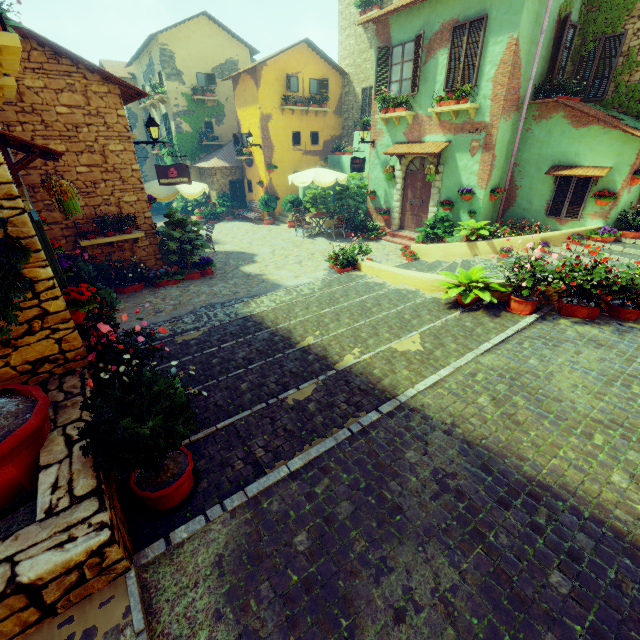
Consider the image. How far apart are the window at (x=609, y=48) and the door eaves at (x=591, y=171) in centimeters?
236cm

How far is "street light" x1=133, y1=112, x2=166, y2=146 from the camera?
8.6 meters

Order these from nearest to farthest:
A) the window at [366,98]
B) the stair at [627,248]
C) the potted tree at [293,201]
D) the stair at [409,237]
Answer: the stair at [627,248]
the stair at [409,237]
the potted tree at [293,201]
the window at [366,98]

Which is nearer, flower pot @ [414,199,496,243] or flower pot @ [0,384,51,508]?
flower pot @ [0,384,51,508]

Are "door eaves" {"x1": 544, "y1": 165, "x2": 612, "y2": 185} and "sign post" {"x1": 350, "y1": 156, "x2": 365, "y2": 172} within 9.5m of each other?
yes

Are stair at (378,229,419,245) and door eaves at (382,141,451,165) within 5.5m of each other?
yes

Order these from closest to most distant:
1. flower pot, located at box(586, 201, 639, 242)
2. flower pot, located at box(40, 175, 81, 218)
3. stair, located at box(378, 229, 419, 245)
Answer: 1. flower pot, located at box(40, 175, 81, 218)
2. flower pot, located at box(586, 201, 639, 242)
3. stair, located at box(378, 229, 419, 245)

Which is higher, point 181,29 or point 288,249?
point 181,29
